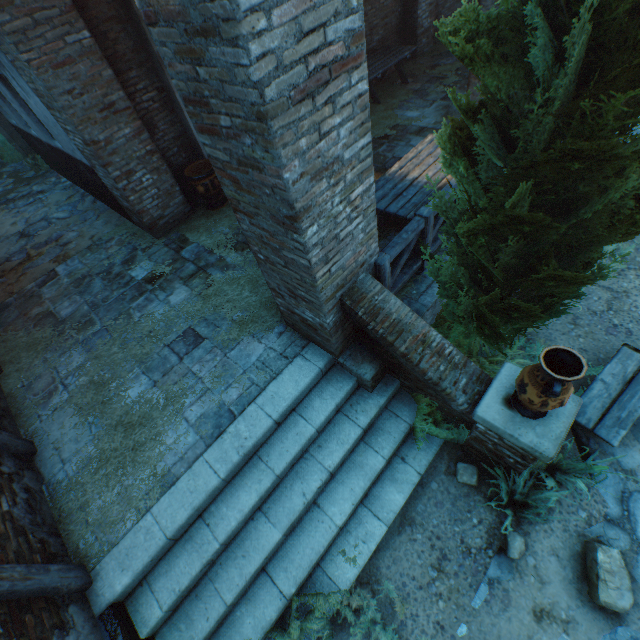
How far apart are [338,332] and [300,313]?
Answer: 0.5m

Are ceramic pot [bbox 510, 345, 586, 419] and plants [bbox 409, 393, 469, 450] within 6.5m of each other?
yes

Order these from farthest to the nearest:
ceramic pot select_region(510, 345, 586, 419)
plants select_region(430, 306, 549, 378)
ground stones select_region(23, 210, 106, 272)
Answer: ground stones select_region(23, 210, 106, 272), plants select_region(430, 306, 549, 378), ceramic pot select_region(510, 345, 586, 419)

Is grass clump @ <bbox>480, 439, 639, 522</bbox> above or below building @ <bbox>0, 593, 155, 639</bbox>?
below

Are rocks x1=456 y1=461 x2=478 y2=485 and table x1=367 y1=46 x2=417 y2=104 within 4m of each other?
no

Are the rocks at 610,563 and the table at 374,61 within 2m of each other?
no

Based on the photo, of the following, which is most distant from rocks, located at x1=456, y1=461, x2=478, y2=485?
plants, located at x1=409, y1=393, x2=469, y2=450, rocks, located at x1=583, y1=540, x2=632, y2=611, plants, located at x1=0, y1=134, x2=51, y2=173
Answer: plants, located at x1=0, y1=134, x2=51, y2=173

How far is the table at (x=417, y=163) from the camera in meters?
4.7
